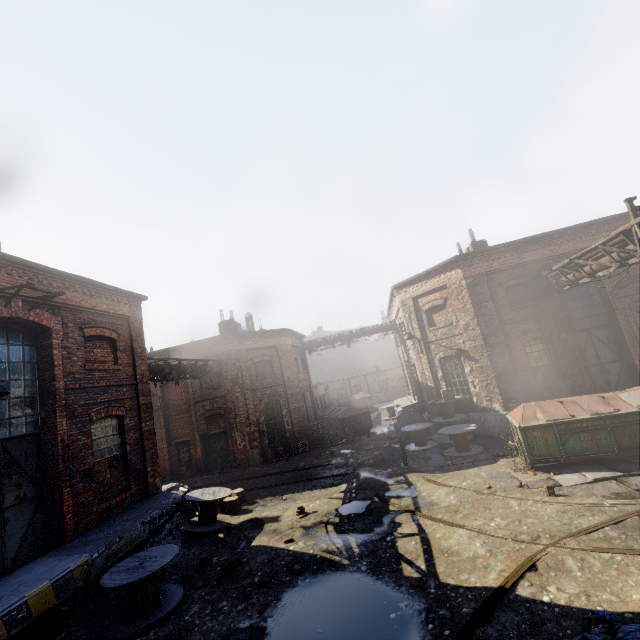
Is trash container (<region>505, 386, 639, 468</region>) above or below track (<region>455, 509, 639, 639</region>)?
above

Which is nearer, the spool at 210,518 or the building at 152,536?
the building at 152,536

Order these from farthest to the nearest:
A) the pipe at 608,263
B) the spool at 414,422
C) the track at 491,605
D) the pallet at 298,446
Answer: the pallet at 298,446 < the spool at 414,422 < the pipe at 608,263 < the track at 491,605

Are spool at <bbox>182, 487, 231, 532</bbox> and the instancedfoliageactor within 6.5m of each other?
yes

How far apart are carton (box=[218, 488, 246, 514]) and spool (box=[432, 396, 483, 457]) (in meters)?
8.22

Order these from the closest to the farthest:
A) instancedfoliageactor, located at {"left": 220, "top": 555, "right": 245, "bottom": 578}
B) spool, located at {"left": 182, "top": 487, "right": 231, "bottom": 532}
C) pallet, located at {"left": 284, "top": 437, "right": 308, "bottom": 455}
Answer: instancedfoliageactor, located at {"left": 220, "top": 555, "right": 245, "bottom": 578} → spool, located at {"left": 182, "top": 487, "right": 231, "bottom": 532} → pallet, located at {"left": 284, "top": 437, "right": 308, "bottom": 455}

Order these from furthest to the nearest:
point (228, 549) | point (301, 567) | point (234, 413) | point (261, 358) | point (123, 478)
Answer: point (261, 358), point (234, 413), point (123, 478), point (228, 549), point (301, 567)

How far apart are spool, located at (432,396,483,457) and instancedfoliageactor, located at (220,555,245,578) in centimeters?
861cm
